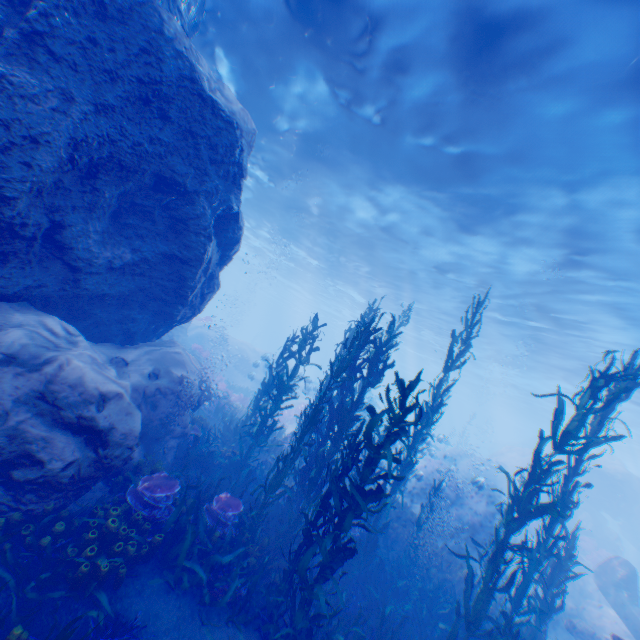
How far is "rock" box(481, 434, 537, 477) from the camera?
27.6 meters

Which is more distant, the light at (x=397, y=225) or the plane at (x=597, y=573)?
the plane at (x=597, y=573)

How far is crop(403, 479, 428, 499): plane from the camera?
19.60m

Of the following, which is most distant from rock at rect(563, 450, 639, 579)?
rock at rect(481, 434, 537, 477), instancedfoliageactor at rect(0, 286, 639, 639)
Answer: rock at rect(481, 434, 537, 477)

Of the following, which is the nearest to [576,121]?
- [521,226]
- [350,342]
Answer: [521,226]

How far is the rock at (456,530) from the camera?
18.8 meters

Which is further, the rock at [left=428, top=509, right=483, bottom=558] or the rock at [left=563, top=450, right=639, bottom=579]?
the rock at [left=563, top=450, right=639, bottom=579]

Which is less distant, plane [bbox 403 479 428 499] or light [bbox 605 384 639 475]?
plane [bbox 403 479 428 499]
